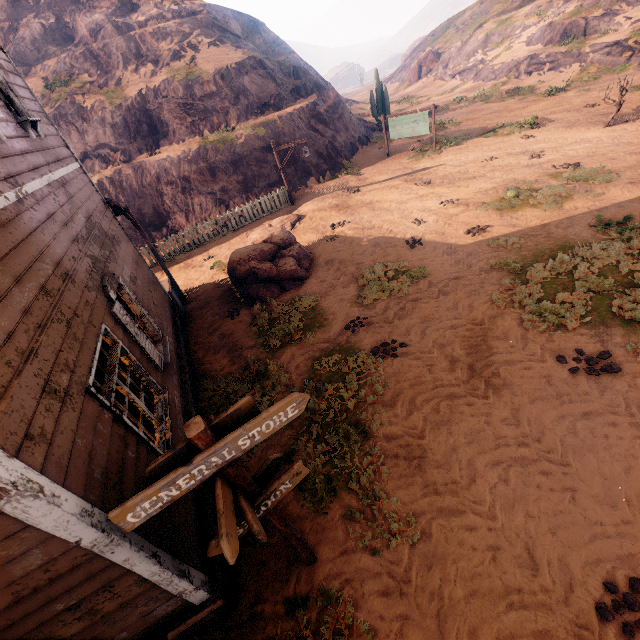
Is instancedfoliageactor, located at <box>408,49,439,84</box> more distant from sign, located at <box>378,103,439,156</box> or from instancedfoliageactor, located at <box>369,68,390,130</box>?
sign, located at <box>378,103,439,156</box>

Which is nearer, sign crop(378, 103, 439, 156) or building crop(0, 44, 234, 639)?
building crop(0, 44, 234, 639)

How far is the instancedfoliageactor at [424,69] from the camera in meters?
40.6 m

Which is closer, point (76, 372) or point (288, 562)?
point (76, 372)

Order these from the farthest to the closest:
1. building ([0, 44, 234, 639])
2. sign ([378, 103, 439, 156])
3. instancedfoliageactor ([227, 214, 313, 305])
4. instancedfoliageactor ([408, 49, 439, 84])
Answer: instancedfoliageactor ([408, 49, 439, 84])
sign ([378, 103, 439, 156])
instancedfoliageactor ([227, 214, 313, 305])
building ([0, 44, 234, 639])

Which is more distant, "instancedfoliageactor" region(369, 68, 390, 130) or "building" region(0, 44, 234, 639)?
"instancedfoliageactor" region(369, 68, 390, 130)

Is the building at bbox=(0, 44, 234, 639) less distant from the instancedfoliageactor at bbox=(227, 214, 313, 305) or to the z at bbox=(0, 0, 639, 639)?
the z at bbox=(0, 0, 639, 639)

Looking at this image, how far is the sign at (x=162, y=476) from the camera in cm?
243
